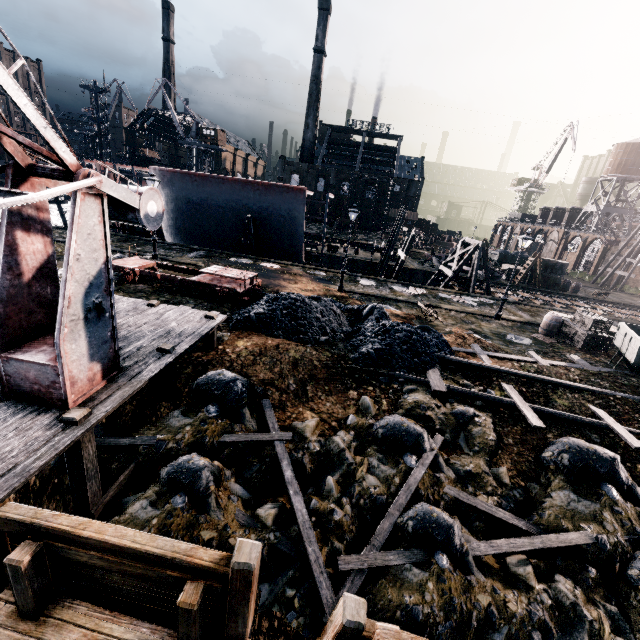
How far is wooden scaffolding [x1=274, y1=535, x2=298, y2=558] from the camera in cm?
691

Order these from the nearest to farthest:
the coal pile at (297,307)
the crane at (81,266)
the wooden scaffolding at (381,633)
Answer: the wooden scaffolding at (381,633), the crane at (81,266), the coal pile at (297,307)

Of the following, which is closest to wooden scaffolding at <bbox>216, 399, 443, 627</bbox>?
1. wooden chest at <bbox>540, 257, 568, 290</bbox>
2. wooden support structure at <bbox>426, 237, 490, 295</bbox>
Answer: wooden support structure at <bbox>426, 237, 490, 295</bbox>

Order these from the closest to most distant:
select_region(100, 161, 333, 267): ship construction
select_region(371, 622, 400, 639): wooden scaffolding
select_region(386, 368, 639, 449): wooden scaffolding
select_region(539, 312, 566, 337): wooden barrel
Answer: select_region(371, 622, 400, 639): wooden scaffolding
select_region(386, 368, 639, 449): wooden scaffolding
select_region(539, 312, 566, 337): wooden barrel
select_region(100, 161, 333, 267): ship construction

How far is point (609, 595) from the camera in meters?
7.0

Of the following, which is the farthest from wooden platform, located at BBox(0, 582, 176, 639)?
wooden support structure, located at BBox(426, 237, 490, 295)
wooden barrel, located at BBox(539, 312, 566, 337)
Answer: wooden support structure, located at BBox(426, 237, 490, 295)

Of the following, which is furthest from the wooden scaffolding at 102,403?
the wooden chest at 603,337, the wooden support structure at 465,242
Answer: the wooden support structure at 465,242

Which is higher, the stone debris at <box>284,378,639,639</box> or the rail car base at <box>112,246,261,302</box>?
the rail car base at <box>112,246,261,302</box>
